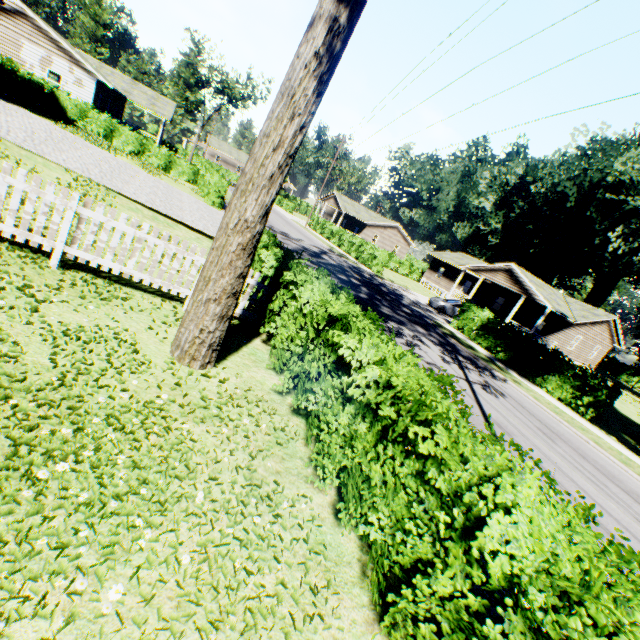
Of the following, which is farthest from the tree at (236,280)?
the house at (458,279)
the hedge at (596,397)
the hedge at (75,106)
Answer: the house at (458,279)

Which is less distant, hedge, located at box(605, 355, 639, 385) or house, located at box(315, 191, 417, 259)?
house, located at box(315, 191, 417, 259)

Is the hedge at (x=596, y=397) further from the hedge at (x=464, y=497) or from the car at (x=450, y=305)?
the car at (x=450, y=305)

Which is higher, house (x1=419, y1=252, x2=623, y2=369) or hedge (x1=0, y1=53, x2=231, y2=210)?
house (x1=419, y1=252, x2=623, y2=369)

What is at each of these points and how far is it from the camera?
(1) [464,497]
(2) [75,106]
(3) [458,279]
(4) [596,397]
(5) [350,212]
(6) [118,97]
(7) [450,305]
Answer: (1) hedge, 2.64m
(2) hedge, 24.58m
(3) house, 36.00m
(4) hedge, 15.72m
(5) house, 50.75m
(6) house, 36.69m
(7) car, 27.50m

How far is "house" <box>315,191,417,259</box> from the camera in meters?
→ 52.2

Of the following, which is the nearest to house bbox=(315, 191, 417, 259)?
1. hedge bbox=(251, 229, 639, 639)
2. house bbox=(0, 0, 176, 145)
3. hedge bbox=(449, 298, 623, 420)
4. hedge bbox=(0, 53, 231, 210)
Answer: hedge bbox=(0, 53, 231, 210)

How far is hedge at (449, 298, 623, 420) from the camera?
15.8 meters
